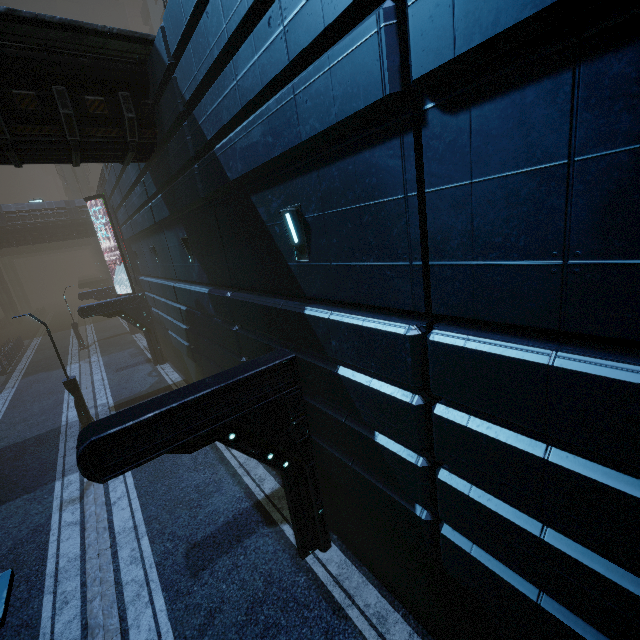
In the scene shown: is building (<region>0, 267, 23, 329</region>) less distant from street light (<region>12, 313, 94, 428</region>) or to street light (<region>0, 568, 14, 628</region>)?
street light (<region>0, 568, 14, 628</region>)

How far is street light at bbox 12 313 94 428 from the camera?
13.5 meters

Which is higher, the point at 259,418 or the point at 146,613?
the point at 259,418

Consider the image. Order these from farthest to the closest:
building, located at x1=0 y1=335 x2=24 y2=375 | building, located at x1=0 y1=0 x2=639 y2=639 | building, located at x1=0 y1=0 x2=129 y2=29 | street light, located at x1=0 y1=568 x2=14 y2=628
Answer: building, located at x1=0 y1=0 x2=129 y2=29
building, located at x1=0 y1=335 x2=24 y2=375
building, located at x1=0 y1=0 x2=639 y2=639
street light, located at x1=0 y1=568 x2=14 y2=628

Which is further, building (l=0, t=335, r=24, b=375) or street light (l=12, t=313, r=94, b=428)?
building (l=0, t=335, r=24, b=375)

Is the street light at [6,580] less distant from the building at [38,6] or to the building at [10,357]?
the building at [10,357]

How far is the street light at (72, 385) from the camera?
13.5m
